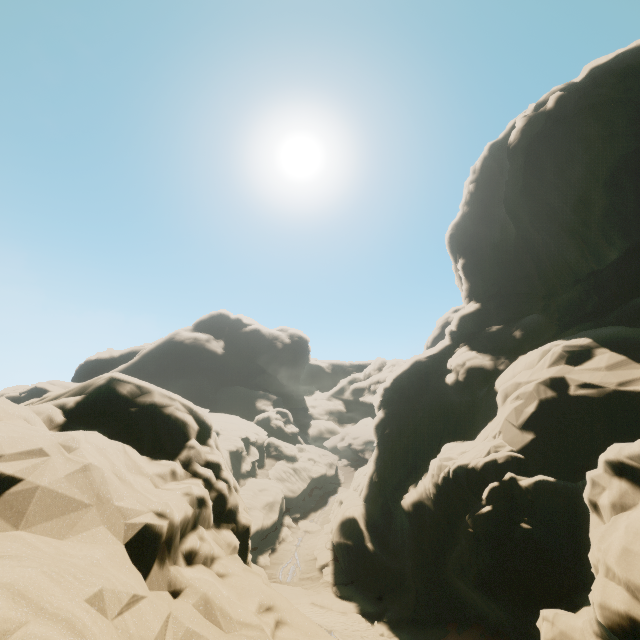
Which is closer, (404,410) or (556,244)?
(556,244)
